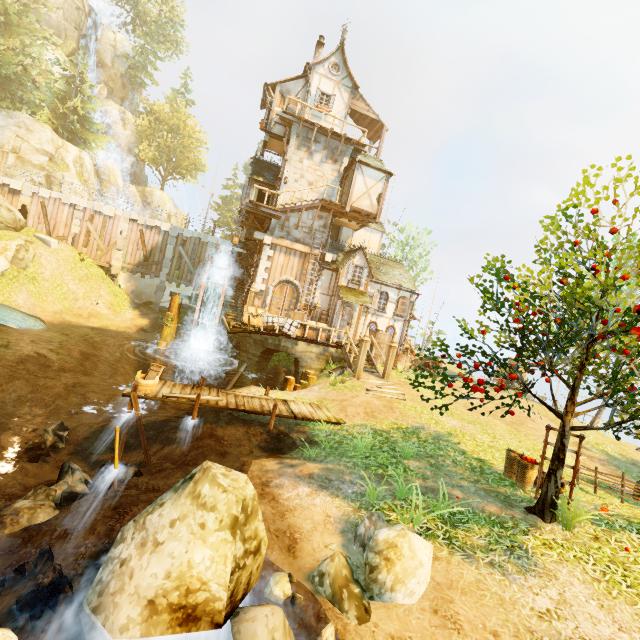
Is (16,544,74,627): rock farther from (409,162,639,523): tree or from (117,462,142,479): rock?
(409,162,639,523): tree

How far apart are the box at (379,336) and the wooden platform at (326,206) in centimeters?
700cm

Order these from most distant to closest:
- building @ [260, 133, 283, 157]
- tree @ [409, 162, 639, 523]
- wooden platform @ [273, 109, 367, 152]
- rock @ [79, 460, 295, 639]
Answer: building @ [260, 133, 283, 157] < wooden platform @ [273, 109, 367, 152] < tree @ [409, 162, 639, 523] < rock @ [79, 460, 295, 639]

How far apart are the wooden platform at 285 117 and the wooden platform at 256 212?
5.9m

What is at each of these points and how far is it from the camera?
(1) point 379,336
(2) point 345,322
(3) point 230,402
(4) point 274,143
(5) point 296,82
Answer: (1) box, 19.16m
(2) door, 21.38m
(3) wooden platform, 10.67m
(4) building, 22.09m
(5) building, 21.16m

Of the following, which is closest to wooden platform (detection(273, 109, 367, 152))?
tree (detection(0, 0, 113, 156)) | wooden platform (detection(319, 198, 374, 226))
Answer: wooden platform (detection(319, 198, 374, 226))

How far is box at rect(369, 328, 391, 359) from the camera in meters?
19.1 m

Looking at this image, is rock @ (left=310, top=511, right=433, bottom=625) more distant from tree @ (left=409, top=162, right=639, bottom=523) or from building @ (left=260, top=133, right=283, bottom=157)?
building @ (left=260, top=133, right=283, bottom=157)
